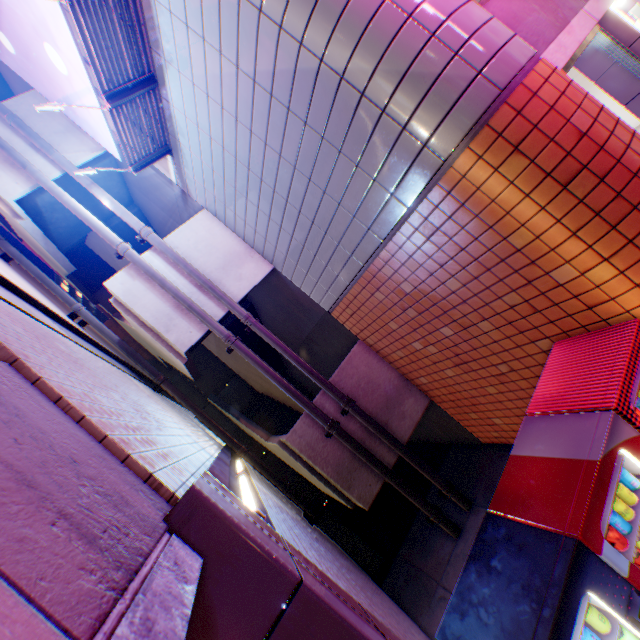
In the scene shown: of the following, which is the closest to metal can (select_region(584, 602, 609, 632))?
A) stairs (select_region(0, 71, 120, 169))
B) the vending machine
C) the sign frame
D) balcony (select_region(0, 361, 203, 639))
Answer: the vending machine

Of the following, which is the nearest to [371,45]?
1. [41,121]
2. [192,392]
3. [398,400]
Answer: [398,400]

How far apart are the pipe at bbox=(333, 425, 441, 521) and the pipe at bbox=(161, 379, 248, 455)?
2.15m

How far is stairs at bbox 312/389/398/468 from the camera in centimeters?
646cm

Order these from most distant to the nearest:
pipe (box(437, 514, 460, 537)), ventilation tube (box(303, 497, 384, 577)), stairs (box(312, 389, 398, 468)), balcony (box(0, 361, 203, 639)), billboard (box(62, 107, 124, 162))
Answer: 1. ventilation tube (box(303, 497, 384, 577))
2. stairs (box(312, 389, 398, 468))
3. pipe (box(437, 514, 460, 537))
4. billboard (box(62, 107, 124, 162))
5. balcony (box(0, 361, 203, 639))

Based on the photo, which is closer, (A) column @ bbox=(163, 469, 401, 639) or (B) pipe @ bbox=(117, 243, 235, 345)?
(A) column @ bbox=(163, 469, 401, 639)

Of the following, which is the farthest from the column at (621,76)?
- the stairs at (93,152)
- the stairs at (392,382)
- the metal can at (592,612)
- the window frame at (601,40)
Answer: the stairs at (93,152)

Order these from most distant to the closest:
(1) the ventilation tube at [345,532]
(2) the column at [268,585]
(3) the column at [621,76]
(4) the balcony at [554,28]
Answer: (1) the ventilation tube at [345,532], (3) the column at [621,76], (4) the balcony at [554,28], (2) the column at [268,585]
